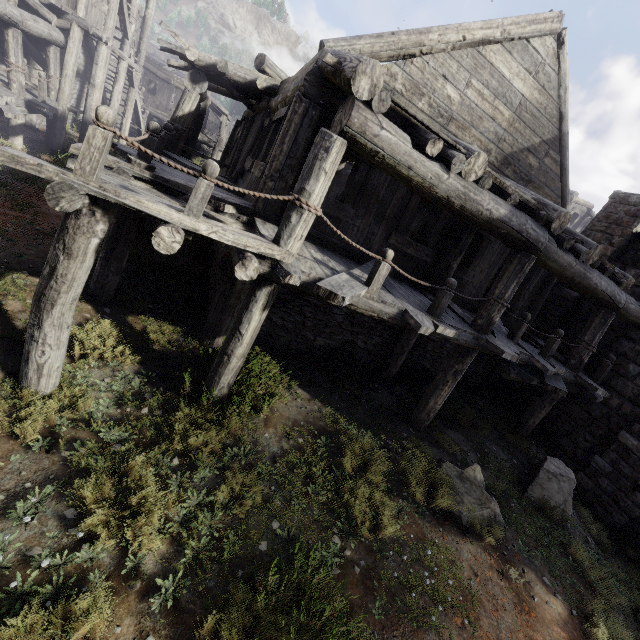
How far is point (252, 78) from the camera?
9.1m
